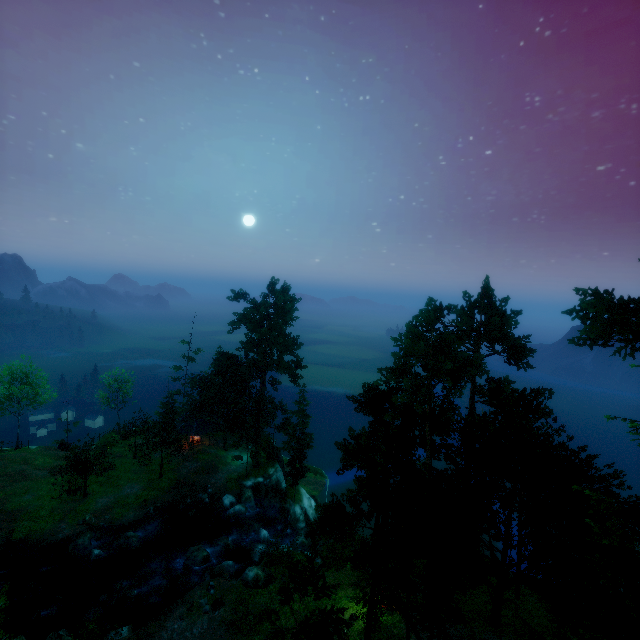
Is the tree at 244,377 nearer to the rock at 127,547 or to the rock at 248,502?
the rock at 248,502

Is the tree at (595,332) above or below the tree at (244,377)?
above

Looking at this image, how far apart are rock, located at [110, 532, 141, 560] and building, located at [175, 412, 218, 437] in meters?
13.6

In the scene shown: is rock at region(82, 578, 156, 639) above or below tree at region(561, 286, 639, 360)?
below

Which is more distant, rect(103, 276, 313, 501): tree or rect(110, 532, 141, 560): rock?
rect(103, 276, 313, 501): tree

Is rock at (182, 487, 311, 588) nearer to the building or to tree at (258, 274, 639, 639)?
tree at (258, 274, 639, 639)

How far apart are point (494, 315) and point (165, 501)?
41.3m

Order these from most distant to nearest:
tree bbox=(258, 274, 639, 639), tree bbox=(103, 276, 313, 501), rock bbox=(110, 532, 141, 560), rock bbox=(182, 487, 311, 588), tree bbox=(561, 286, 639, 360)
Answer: tree bbox=(103, 276, 313, 501), rock bbox=(110, 532, 141, 560), rock bbox=(182, 487, 311, 588), tree bbox=(561, 286, 639, 360), tree bbox=(258, 274, 639, 639)
